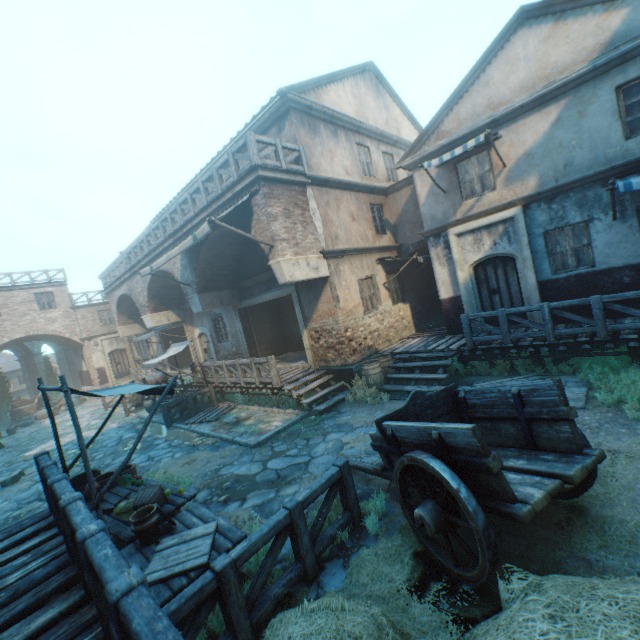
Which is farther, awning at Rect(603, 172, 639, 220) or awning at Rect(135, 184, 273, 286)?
awning at Rect(135, 184, 273, 286)

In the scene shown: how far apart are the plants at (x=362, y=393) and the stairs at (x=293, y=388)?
0.17m

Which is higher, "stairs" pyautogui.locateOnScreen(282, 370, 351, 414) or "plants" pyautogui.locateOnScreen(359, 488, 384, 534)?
"stairs" pyautogui.locateOnScreen(282, 370, 351, 414)

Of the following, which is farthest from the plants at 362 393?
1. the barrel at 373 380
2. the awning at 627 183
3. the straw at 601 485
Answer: the awning at 627 183

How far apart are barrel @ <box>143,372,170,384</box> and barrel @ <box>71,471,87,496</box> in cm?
848

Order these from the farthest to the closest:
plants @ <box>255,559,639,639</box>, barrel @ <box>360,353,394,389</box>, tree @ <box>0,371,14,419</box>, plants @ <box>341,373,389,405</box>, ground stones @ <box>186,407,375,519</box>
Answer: tree @ <box>0,371,14,419</box>, barrel @ <box>360,353,394,389</box>, plants @ <box>341,373,389,405</box>, ground stones @ <box>186,407,375,519</box>, plants @ <box>255,559,639,639</box>

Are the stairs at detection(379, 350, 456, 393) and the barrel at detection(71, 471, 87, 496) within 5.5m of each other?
no

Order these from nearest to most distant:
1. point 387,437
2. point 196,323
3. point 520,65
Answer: point 387,437 → point 520,65 → point 196,323
